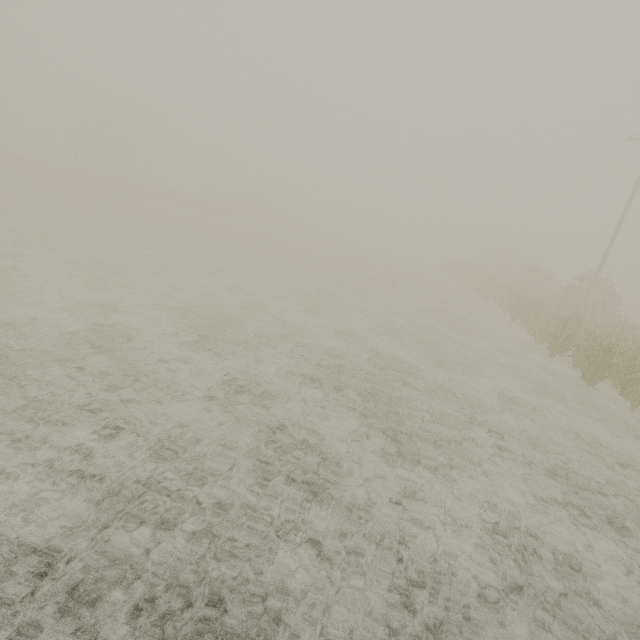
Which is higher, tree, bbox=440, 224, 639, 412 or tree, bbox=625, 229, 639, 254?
tree, bbox=625, 229, 639, 254

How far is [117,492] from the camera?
3.95m

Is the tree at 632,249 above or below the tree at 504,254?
above

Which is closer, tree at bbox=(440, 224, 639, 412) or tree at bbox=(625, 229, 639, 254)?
tree at bbox=(440, 224, 639, 412)

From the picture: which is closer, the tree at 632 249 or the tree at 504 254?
the tree at 504 254
